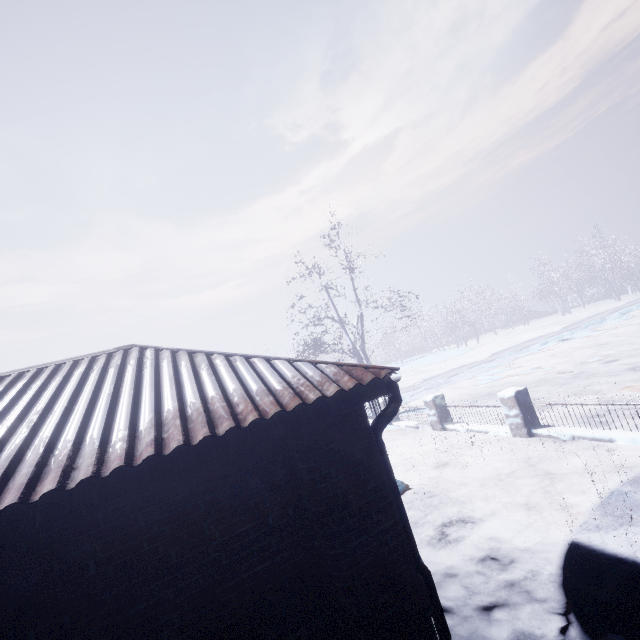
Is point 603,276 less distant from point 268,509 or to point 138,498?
point 268,509

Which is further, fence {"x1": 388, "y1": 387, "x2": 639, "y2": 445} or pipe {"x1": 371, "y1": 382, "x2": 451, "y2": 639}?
fence {"x1": 388, "y1": 387, "x2": 639, "y2": 445}

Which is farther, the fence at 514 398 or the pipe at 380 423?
the fence at 514 398
